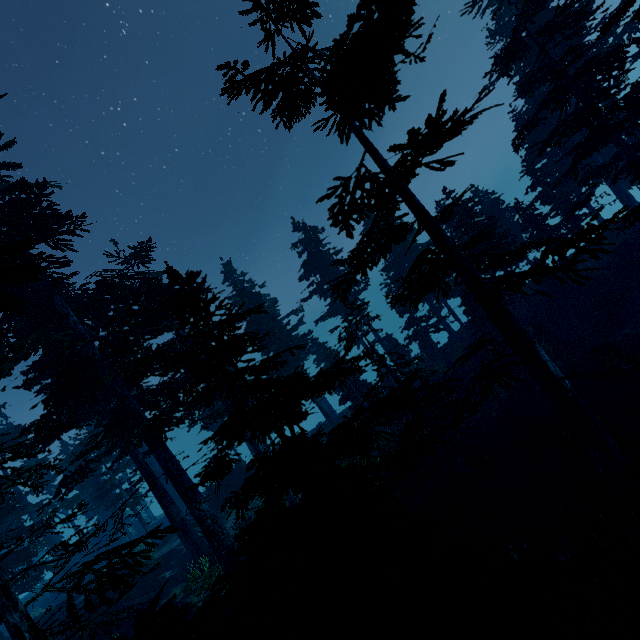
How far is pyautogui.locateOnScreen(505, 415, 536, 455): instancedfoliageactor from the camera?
15.38m

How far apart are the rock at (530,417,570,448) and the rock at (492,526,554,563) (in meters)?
5.26

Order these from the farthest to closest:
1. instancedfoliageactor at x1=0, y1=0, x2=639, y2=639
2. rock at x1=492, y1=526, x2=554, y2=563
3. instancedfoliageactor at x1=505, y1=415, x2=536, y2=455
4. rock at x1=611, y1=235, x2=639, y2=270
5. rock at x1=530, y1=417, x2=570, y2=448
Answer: rock at x1=611, y1=235, x2=639, y2=270, instancedfoliageactor at x1=505, y1=415, x2=536, y2=455, rock at x1=530, y1=417, x2=570, y2=448, rock at x1=492, y1=526, x2=554, y2=563, instancedfoliageactor at x1=0, y1=0, x2=639, y2=639

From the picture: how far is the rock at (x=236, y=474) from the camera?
27.0m

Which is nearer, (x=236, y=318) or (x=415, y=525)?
(x=415, y=525)

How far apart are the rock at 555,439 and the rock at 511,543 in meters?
5.3 m

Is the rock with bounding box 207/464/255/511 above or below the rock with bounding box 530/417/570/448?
above

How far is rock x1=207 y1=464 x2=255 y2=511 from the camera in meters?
27.0
